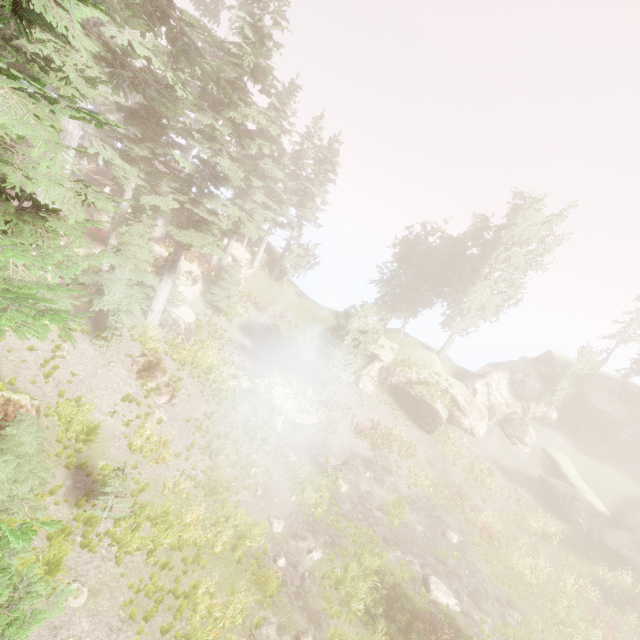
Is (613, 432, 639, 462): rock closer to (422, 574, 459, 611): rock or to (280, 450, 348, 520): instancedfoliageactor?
(280, 450, 348, 520): instancedfoliageactor

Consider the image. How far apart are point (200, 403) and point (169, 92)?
16.47m

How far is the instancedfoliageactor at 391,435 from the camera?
27.36m

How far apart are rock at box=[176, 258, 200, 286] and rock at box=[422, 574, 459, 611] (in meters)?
26.22

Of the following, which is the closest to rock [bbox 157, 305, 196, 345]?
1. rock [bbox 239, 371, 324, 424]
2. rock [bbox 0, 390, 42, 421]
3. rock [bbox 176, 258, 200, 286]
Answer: rock [bbox 239, 371, 324, 424]

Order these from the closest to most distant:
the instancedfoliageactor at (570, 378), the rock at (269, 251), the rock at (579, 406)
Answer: the rock at (579, 406) → the instancedfoliageactor at (570, 378) → the rock at (269, 251)

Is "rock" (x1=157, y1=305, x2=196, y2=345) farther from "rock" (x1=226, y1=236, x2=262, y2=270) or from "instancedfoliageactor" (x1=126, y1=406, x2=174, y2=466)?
"rock" (x1=226, y1=236, x2=262, y2=270)

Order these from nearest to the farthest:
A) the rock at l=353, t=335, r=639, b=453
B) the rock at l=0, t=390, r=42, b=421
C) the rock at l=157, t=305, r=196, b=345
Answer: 1. the rock at l=0, t=390, r=42, b=421
2. the rock at l=157, t=305, r=196, b=345
3. the rock at l=353, t=335, r=639, b=453
